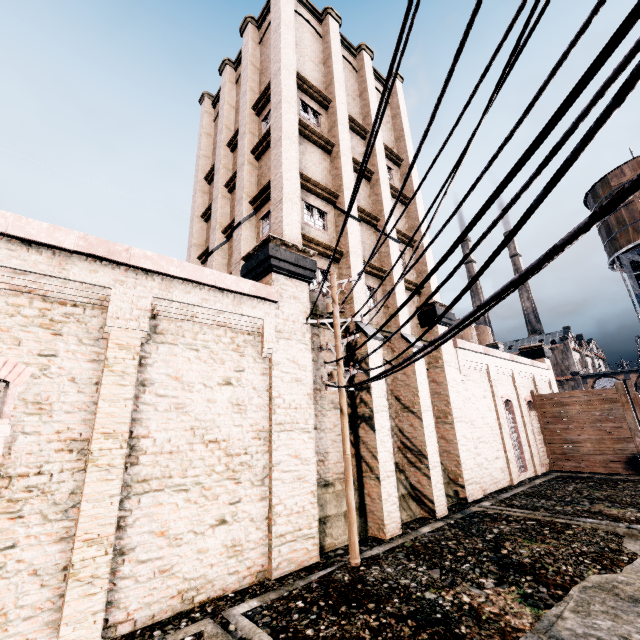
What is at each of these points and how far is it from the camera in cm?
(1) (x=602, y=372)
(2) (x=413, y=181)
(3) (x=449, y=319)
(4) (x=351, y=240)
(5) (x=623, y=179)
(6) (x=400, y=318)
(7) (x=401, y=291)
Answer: (1) building, 5816
(2) building, 2161
(3) building, 1872
(4) building, 1511
(5) water tower, 2522
(6) building, 1605
(7) building, 1681

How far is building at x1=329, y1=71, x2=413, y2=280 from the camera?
15.0m

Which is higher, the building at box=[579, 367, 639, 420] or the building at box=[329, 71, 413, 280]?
the building at box=[329, 71, 413, 280]

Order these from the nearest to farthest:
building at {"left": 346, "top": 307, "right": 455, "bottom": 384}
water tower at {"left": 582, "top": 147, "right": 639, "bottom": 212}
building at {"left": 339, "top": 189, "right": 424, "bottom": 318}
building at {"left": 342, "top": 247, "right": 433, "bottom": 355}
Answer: building at {"left": 346, "top": 307, "right": 455, "bottom": 384} → building at {"left": 342, "top": 247, "right": 433, "bottom": 355} → building at {"left": 339, "top": 189, "right": 424, "bottom": 318} → water tower at {"left": 582, "top": 147, "right": 639, "bottom": 212}

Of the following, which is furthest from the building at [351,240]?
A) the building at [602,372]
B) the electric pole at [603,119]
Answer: the building at [602,372]

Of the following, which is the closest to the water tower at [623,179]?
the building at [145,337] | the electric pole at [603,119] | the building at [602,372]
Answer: the building at [145,337]
